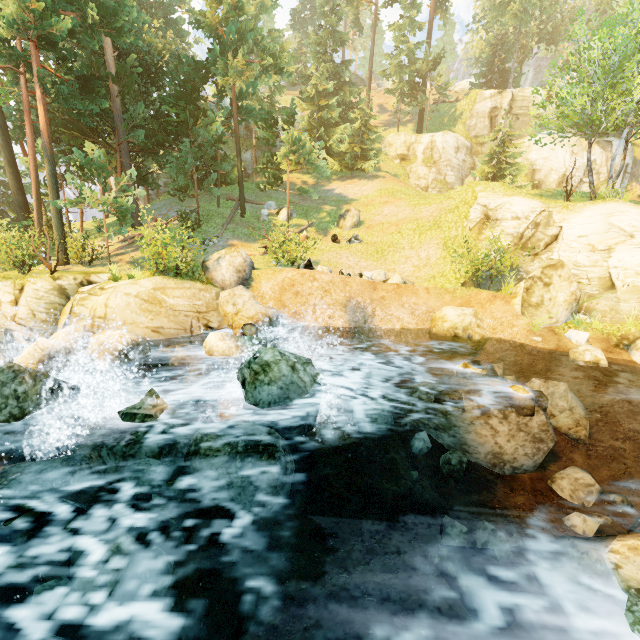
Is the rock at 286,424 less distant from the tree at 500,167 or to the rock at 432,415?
the rock at 432,415

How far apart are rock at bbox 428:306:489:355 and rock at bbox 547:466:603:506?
5.1m

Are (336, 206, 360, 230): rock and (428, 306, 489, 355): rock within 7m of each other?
no

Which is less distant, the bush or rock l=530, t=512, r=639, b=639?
rock l=530, t=512, r=639, b=639

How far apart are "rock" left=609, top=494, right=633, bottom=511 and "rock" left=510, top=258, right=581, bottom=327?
5.9 meters

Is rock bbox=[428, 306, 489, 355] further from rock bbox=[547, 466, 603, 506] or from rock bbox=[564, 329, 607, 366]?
rock bbox=[547, 466, 603, 506]

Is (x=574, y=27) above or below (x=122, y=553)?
above

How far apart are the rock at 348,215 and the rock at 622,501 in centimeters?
1863cm
